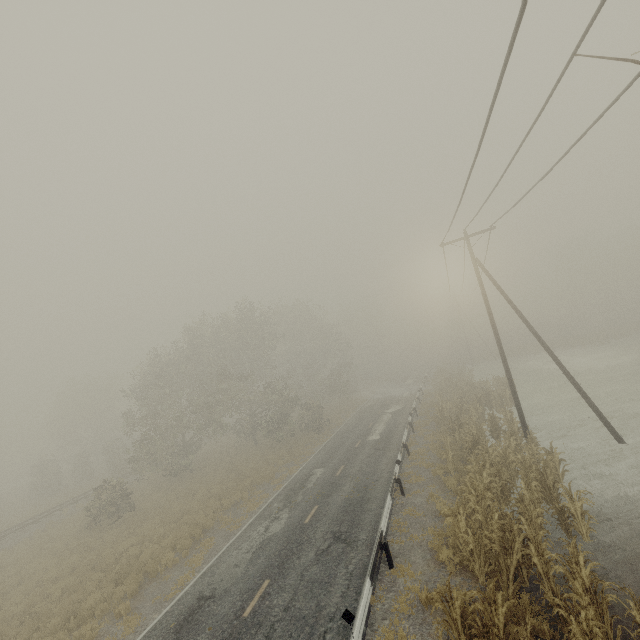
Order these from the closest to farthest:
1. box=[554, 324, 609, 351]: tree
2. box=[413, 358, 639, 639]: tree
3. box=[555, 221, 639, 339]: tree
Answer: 1. box=[413, 358, 639, 639]: tree
2. box=[554, 324, 609, 351]: tree
3. box=[555, 221, 639, 339]: tree

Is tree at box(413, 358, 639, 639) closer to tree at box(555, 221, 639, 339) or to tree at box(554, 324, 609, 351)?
tree at box(554, 324, 609, 351)

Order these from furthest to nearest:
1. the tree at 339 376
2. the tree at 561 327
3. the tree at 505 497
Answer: the tree at 561 327, the tree at 339 376, the tree at 505 497

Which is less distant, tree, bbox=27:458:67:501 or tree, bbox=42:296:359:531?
tree, bbox=42:296:359:531

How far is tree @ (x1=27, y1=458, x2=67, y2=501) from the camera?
35.8 meters

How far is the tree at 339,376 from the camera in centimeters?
2727cm

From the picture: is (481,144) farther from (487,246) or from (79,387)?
(79,387)

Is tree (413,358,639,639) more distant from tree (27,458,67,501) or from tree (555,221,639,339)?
tree (555,221,639,339)
